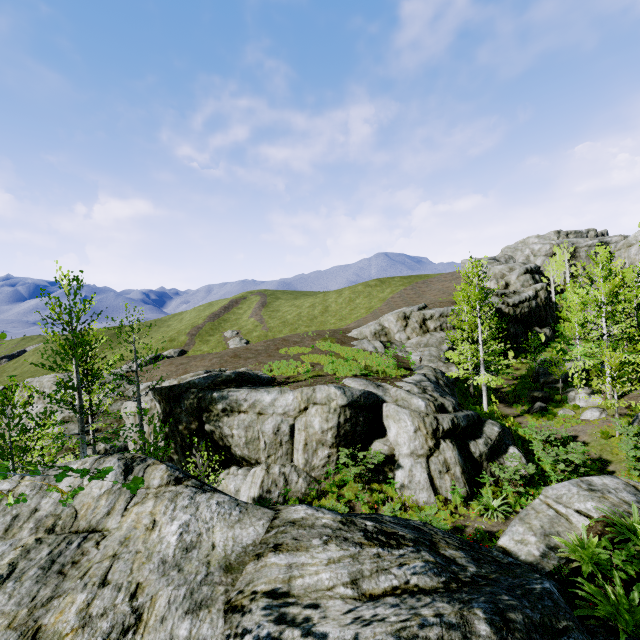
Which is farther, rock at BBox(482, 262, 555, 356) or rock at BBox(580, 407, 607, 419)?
rock at BBox(482, 262, 555, 356)

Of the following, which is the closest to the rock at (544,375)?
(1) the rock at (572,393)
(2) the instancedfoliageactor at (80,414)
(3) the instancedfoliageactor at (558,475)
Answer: (3) the instancedfoliageactor at (558,475)

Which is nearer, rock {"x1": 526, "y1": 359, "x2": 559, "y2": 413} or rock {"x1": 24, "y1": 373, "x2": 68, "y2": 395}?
rock {"x1": 526, "y1": 359, "x2": 559, "y2": 413}

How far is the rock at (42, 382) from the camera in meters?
45.4 m

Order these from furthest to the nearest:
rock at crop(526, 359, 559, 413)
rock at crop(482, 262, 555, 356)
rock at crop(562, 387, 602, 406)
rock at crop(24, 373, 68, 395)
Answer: rock at crop(24, 373, 68, 395), rock at crop(482, 262, 555, 356), rock at crop(526, 359, 559, 413), rock at crop(562, 387, 602, 406)

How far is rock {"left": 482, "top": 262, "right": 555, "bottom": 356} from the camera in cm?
3747

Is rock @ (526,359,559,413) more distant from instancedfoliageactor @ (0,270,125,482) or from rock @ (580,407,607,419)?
instancedfoliageactor @ (0,270,125,482)

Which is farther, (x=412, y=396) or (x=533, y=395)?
(x=533, y=395)
